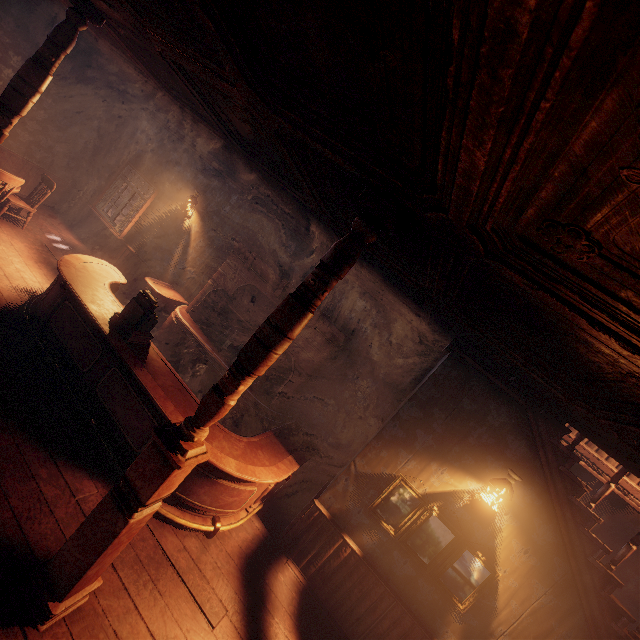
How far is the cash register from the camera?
4.36m

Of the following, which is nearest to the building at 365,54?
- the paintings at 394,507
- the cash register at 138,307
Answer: the paintings at 394,507

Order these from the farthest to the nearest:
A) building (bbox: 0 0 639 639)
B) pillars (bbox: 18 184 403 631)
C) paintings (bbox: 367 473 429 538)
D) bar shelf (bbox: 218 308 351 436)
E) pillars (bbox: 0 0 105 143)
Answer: bar shelf (bbox: 218 308 351 436) < paintings (bbox: 367 473 429 538) < pillars (bbox: 0 0 105 143) < pillars (bbox: 18 184 403 631) < building (bbox: 0 0 639 639)

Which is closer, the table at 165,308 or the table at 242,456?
the table at 242,456

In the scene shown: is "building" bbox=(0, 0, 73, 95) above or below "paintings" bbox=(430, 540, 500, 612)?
above

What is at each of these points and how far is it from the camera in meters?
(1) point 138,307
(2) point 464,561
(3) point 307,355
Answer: (1) cash register, 4.4
(2) paintings, 4.0
(3) bar shelf, 5.9

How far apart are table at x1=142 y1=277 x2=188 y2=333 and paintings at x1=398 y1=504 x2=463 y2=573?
5.44m

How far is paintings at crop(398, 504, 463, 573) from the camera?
4.04m
